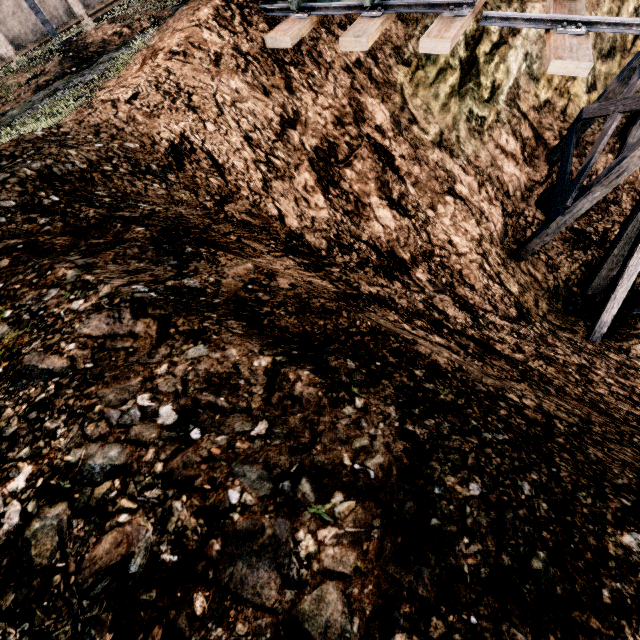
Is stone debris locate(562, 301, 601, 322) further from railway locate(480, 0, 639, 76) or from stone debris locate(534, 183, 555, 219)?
railway locate(480, 0, 639, 76)

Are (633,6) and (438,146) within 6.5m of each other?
no

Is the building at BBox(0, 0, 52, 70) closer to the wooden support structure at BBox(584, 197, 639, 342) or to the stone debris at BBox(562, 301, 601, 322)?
the wooden support structure at BBox(584, 197, 639, 342)

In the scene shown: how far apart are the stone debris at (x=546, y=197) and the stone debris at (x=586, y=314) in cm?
288

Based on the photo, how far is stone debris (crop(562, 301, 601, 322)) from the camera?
10.21m

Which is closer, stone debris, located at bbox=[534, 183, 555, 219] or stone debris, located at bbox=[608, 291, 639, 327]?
stone debris, located at bbox=[608, 291, 639, 327]

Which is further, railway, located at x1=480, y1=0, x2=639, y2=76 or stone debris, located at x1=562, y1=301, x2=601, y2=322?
stone debris, located at x1=562, y1=301, x2=601, y2=322

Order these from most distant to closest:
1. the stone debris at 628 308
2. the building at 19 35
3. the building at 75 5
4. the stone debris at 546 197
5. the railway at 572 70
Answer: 1. the building at 75 5
2. the building at 19 35
3. the stone debris at 546 197
4. the stone debris at 628 308
5. the railway at 572 70
